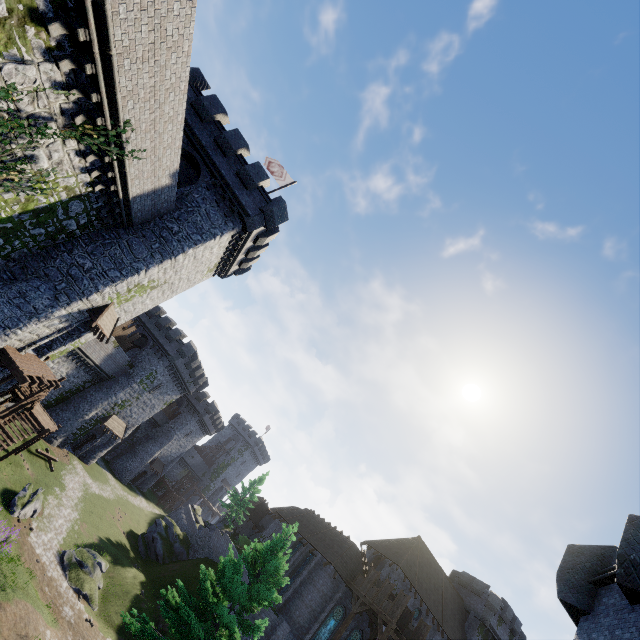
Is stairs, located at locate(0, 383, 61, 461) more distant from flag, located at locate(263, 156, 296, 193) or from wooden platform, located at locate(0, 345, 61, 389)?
flag, located at locate(263, 156, 296, 193)

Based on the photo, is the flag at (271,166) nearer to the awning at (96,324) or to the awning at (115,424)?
the awning at (96,324)

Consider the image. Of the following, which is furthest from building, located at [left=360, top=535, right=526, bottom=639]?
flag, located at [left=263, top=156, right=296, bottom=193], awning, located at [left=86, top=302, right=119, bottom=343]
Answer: flag, located at [left=263, top=156, right=296, bottom=193]

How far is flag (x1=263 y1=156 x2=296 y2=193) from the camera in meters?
25.3

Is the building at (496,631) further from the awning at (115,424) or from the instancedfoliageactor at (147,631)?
the awning at (115,424)

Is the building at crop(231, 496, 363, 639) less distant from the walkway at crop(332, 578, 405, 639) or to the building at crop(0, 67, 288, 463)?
the walkway at crop(332, 578, 405, 639)

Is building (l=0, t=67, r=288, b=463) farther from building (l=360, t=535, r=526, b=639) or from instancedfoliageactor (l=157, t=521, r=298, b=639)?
building (l=360, t=535, r=526, b=639)

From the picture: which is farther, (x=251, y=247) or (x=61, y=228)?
(x=251, y=247)
